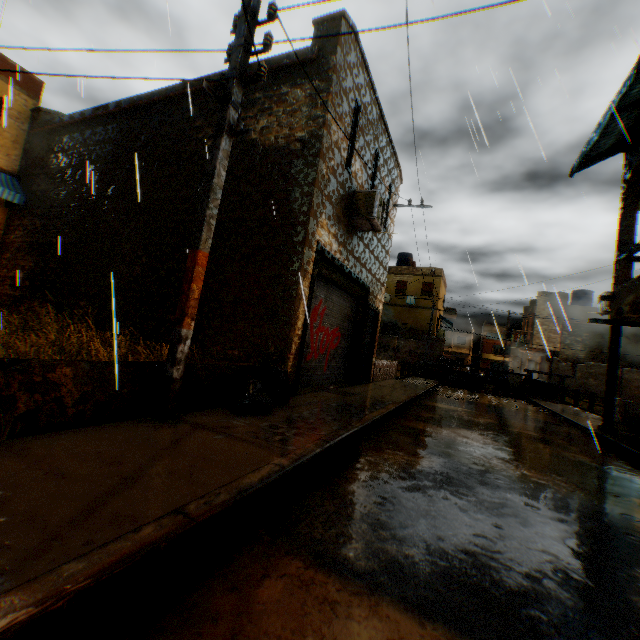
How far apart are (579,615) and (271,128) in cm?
870

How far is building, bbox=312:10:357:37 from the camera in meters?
7.0 m

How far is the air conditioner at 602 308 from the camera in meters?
12.3

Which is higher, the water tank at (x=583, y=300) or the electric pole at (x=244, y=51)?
the water tank at (x=583, y=300)

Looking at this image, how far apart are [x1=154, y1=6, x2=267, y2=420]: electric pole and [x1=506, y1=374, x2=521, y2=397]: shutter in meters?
13.1

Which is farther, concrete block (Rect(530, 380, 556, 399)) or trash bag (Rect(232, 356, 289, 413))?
concrete block (Rect(530, 380, 556, 399))

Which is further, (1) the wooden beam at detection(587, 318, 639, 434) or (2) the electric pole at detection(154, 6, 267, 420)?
(1) the wooden beam at detection(587, 318, 639, 434)

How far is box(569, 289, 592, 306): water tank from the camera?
29.77m
